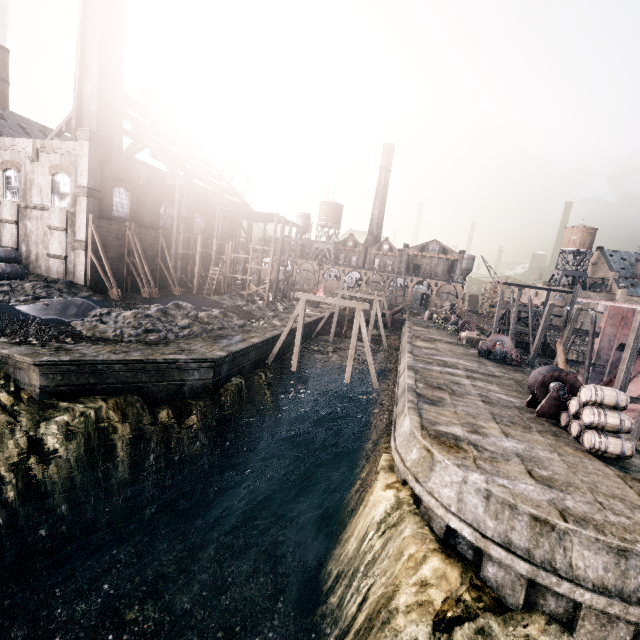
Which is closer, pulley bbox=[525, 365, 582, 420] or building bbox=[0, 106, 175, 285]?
pulley bbox=[525, 365, 582, 420]

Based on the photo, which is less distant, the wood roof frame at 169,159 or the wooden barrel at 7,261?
the wooden barrel at 7,261

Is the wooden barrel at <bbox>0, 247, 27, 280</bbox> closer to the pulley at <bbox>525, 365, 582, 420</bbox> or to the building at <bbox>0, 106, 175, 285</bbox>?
the building at <bbox>0, 106, 175, 285</bbox>

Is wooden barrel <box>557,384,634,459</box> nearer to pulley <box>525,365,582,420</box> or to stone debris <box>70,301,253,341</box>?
pulley <box>525,365,582,420</box>

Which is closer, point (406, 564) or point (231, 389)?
point (406, 564)

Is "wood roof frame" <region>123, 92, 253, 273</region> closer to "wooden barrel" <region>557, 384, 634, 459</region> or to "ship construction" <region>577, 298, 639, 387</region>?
"wooden barrel" <region>557, 384, 634, 459</region>

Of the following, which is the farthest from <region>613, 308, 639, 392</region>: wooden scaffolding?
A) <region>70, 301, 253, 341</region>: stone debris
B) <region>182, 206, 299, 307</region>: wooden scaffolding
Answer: <region>182, 206, 299, 307</region>: wooden scaffolding

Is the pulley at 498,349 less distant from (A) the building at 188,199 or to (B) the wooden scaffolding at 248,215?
(B) the wooden scaffolding at 248,215
